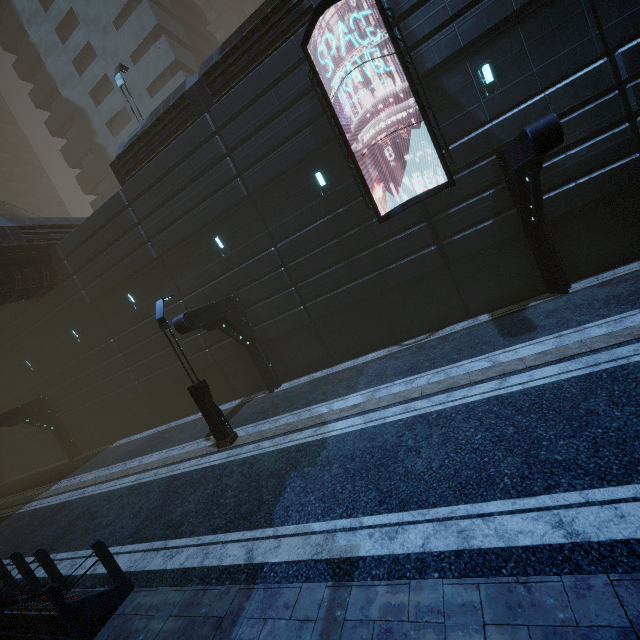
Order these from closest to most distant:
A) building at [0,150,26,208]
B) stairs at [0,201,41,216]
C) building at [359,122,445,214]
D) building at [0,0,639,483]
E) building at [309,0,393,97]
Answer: building at [0,0,639,483]
building at [309,0,393,97]
building at [359,122,445,214]
stairs at [0,201,41,216]
building at [0,150,26,208]

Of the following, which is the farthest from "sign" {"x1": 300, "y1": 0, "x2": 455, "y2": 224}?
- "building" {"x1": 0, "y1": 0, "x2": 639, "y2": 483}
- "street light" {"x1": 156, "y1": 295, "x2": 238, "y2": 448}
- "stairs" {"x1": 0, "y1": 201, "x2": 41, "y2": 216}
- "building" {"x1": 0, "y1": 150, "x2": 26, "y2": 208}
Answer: "building" {"x1": 0, "y1": 150, "x2": 26, "y2": 208}

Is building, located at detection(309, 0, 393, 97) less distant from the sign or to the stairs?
the sign

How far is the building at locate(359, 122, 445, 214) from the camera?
11.1m

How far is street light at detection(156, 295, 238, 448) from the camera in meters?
10.9 m

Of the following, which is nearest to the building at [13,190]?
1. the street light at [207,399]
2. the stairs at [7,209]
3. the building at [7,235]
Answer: the building at [7,235]

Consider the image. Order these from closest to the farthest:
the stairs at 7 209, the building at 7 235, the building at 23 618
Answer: the building at 23 618 → the building at 7 235 → the stairs at 7 209

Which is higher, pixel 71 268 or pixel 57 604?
pixel 71 268
